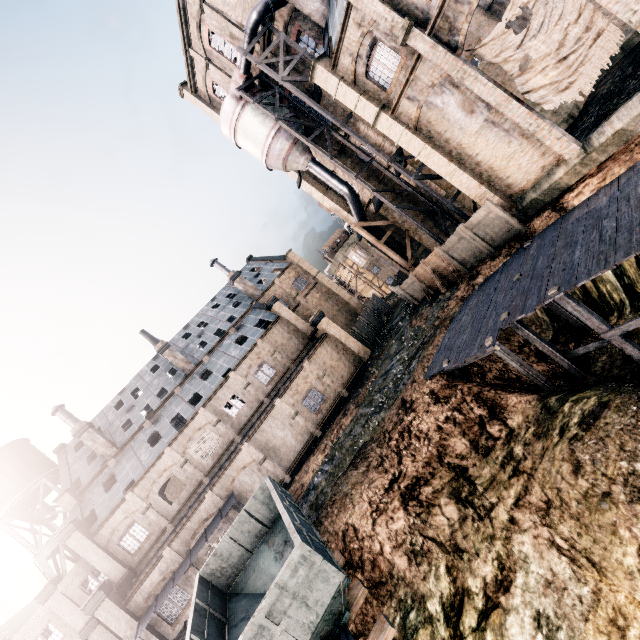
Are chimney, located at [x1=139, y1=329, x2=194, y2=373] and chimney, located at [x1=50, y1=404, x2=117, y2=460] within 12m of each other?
yes

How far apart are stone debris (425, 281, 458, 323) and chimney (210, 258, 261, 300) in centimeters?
2438cm

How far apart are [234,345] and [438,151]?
28.2m

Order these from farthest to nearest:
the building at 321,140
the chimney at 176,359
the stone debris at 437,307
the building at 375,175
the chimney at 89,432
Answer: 1. the chimney at 176,359
2. the chimney at 89,432
3. the building at 321,140
4. the building at 375,175
5. the stone debris at 437,307

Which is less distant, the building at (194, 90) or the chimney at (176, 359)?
the building at (194, 90)

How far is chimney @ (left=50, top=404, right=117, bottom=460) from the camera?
32.97m

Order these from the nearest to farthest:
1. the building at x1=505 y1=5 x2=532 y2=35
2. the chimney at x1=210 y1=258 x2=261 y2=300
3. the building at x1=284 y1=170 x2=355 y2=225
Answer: the building at x1=505 y1=5 x2=532 y2=35
the building at x1=284 y1=170 x2=355 y2=225
the chimney at x1=210 y1=258 x2=261 y2=300

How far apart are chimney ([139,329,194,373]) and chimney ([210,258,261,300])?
10.8 meters
